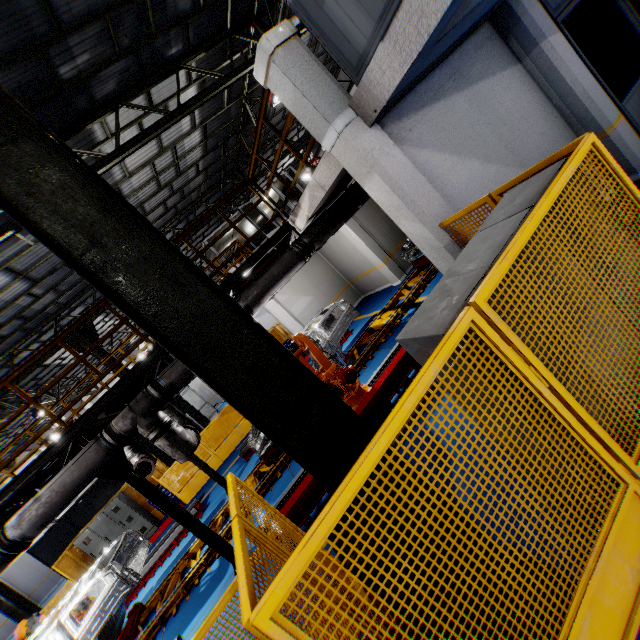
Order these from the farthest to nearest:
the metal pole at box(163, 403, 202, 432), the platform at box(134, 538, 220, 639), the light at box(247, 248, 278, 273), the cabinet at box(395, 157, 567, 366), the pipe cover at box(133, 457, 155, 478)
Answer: the metal pole at box(163, 403, 202, 432)
the pipe cover at box(133, 457, 155, 478)
the light at box(247, 248, 278, 273)
the platform at box(134, 538, 220, 639)
the cabinet at box(395, 157, 567, 366)

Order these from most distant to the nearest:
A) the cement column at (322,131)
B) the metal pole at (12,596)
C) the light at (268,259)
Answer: the metal pole at (12,596) → the light at (268,259) → the cement column at (322,131)

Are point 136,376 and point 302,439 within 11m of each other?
yes

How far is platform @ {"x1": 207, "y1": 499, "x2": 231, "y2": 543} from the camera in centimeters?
751cm

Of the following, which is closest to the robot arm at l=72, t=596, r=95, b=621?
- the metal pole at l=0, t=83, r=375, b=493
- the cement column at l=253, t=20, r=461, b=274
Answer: the metal pole at l=0, t=83, r=375, b=493

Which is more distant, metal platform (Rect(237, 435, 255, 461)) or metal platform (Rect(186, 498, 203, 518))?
metal platform (Rect(237, 435, 255, 461))

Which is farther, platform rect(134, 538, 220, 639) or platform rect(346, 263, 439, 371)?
platform rect(346, 263, 439, 371)

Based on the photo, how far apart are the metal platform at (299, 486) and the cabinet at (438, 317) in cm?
304
